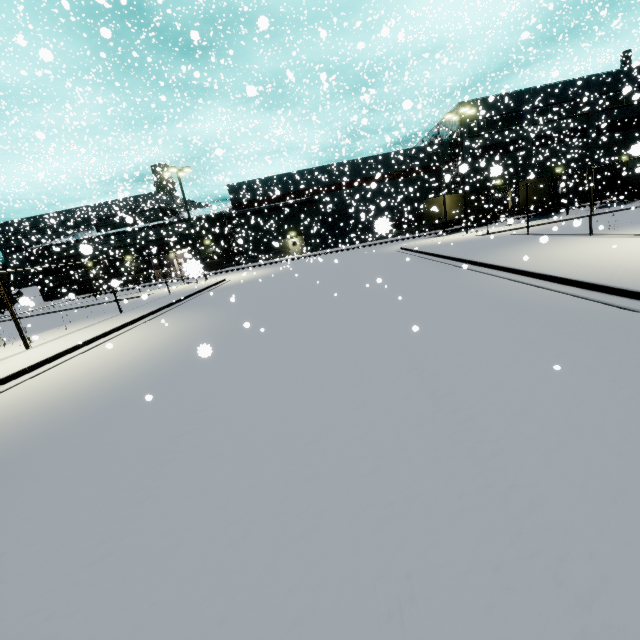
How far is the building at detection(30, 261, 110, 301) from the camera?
39.6m

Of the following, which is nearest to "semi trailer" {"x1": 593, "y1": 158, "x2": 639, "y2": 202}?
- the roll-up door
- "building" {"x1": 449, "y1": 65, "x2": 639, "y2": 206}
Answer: "building" {"x1": 449, "y1": 65, "x2": 639, "y2": 206}

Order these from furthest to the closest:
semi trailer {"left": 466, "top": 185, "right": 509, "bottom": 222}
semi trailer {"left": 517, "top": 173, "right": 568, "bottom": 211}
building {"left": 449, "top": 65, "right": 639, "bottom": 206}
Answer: building {"left": 449, "top": 65, "right": 639, "bottom": 206} < semi trailer {"left": 466, "top": 185, "right": 509, "bottom": 222} < semi trailer {"left": 517, "top": 173, "right": 568, "bottom": 211}

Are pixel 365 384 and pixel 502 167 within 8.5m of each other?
no

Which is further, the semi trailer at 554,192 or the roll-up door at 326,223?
the roll-up door at 326,223

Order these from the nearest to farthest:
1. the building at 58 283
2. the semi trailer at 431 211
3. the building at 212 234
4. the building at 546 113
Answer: the semi trailer at 431 211 < the building at 546 113 < the building at 212 234 < the building at 58 283

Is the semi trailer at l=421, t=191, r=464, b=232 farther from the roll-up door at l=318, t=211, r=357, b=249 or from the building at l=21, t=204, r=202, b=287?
the roll-up door at l=318, t=211, r=357, b=249
